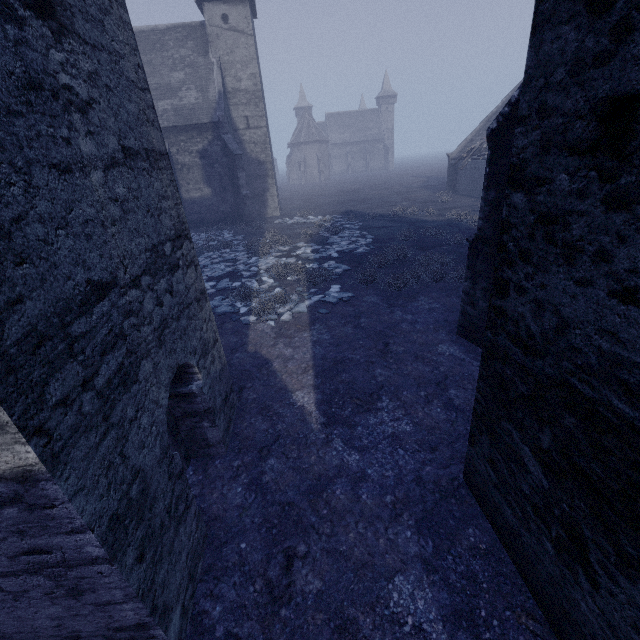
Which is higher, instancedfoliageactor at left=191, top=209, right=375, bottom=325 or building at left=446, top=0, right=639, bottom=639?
building at left=446, top=0, right=639, bottom=639

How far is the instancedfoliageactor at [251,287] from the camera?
9.6 meters

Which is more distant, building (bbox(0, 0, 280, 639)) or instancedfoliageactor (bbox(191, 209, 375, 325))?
instancedfoliageactor (bbox(191, 209, 375, 325))

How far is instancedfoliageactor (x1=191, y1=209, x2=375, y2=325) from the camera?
9.63m

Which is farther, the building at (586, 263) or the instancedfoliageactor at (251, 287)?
the instancedfoliageactor at (251, 287)

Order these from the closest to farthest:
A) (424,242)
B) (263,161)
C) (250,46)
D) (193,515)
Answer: (193,515)
(424,242)
(250,46)
(263,161)
